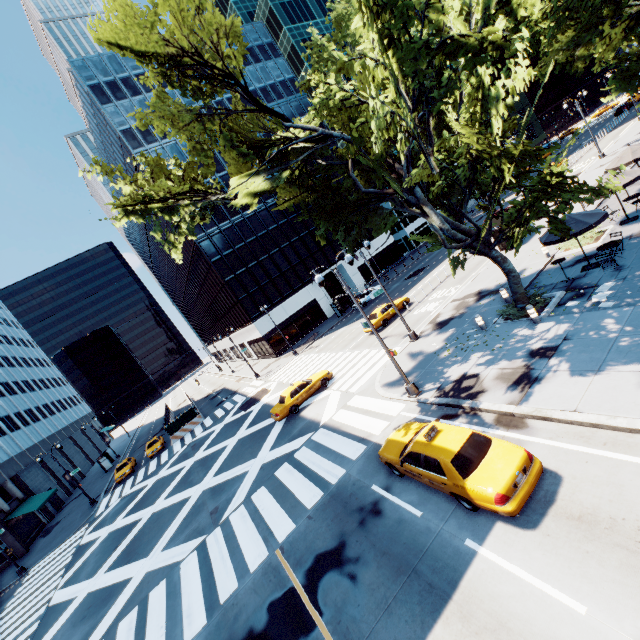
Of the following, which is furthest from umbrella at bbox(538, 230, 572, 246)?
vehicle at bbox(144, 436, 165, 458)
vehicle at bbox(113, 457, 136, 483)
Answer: vehicle at bbox(113, 457, 136, 483)

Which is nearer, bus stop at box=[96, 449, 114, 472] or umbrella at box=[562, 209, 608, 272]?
umbrella at box=[562, 209, 608, 272]

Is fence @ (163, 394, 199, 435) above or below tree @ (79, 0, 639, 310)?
below

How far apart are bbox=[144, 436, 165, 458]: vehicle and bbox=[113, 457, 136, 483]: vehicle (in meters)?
1.53

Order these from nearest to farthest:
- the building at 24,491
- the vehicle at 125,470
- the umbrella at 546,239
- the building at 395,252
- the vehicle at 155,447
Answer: the umbrella at 546,239 < the building at 24,491 < the vehicle at 125,470 < the vehicle at 155,447 < the building at 395,252

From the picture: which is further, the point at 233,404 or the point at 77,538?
the point at 233,404

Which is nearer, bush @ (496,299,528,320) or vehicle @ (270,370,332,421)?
bush @ (496,299,528,320)

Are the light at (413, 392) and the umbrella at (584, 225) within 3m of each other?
no
